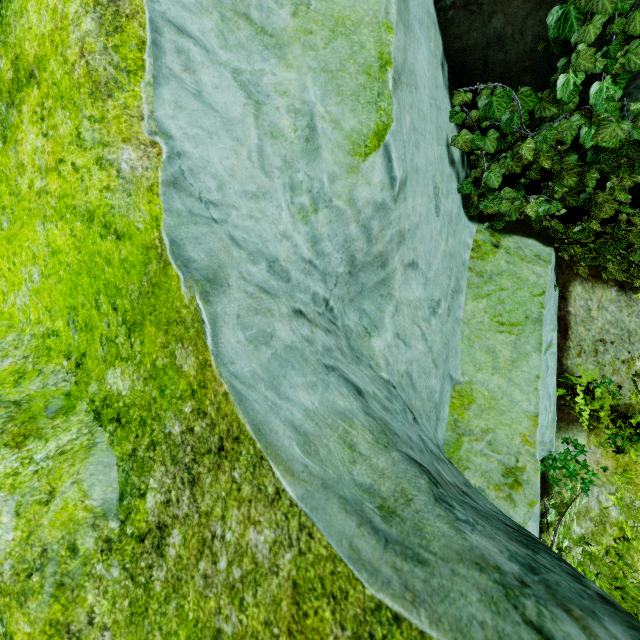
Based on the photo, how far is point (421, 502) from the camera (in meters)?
0.93

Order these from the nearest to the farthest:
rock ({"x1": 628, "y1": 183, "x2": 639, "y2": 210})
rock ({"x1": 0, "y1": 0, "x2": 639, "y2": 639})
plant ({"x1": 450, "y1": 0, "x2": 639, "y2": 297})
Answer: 1. rock ({"x1": 0, "y1": 0, "x2": 639, "y2": 639})
2. plant ({"x1": 450, "y1": 0, "x2": 639, "y2": 297})
3. rock ({"x1": 628, "y1": 183, "x2": 639, "y2": 210})

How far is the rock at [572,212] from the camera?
3.13m

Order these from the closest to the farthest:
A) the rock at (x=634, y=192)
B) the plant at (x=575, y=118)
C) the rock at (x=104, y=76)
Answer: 1. the rock at (x=104, y=76)
2. the plant at (x=575, y=118)
3. the rock at (x=634, y=192)

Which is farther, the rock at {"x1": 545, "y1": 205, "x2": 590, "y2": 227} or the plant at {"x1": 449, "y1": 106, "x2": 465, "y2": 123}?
the rock at {"x1": 545, "y1": 205, "x2": 590, "y2": 227}

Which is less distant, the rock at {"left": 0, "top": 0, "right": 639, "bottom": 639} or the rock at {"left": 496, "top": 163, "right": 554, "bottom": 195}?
the rock at {"left": 0, "top": 0, "right": 639, "bottom": 639}

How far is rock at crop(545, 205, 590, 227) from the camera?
3.1m
